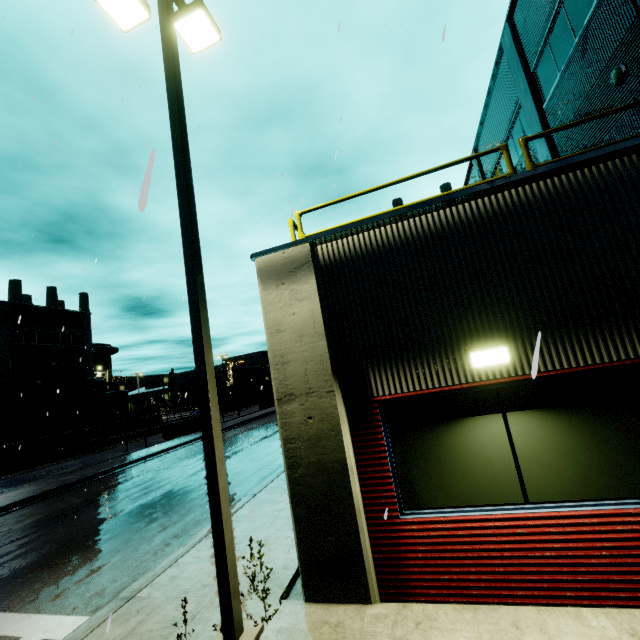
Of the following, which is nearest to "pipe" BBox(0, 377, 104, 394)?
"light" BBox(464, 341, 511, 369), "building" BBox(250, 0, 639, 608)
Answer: "building" BBox(250, 0, 639, 608)

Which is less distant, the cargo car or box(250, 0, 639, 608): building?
box(250, 0, 639, 608): building

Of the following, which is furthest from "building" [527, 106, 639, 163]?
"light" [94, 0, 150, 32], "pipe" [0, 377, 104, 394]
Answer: "light" [94, 0, 150, 32]

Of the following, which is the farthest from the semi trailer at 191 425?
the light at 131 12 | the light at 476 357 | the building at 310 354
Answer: the light at 476 357

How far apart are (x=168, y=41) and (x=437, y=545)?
8.32m

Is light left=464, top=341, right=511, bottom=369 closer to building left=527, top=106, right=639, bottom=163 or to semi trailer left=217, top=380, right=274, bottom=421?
building left=527, top=106, right=639, bottom=163

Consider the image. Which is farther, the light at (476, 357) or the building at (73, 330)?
the building at (73, 330)

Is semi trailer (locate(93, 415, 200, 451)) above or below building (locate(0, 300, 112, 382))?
below
